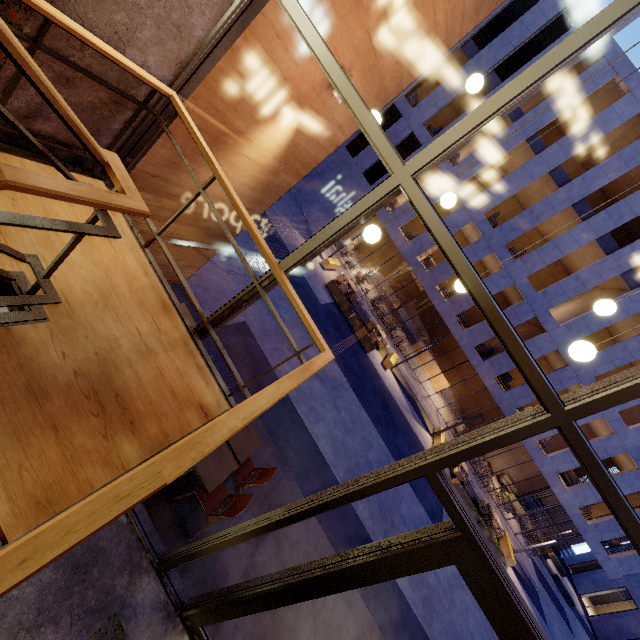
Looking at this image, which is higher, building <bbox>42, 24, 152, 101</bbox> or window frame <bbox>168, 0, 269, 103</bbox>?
window frame <bbox>168, 0, 269, 103</bbox>

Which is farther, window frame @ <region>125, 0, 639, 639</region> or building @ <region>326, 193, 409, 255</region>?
building @ <region>326, 193, 409, 255</region>

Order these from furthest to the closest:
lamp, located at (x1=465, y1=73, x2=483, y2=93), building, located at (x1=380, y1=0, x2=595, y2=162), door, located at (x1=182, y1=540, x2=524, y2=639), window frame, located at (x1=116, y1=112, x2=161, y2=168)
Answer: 1. building, located at (x1=380, y1=0, x2=595, y2=162)
2. lamp, located at (x1=465, y1=73, x2=483, y2=93)
3. window frame, located at (x1=116, y1=112, x2=161, y2=168)
4. door, located at (x1=182, y1=540, x2=524, y2=639)

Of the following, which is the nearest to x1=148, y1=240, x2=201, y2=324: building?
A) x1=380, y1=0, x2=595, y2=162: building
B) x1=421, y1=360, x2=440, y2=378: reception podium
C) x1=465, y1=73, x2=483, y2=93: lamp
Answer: x1=465, y1=73, x2=483, y2=93: lamp

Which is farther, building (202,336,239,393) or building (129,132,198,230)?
building (202,336,239,393)

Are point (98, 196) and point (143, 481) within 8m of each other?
yes

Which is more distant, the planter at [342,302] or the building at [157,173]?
the planter at [342,302]

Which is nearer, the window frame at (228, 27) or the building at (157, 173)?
the window frame at (228, 27)
